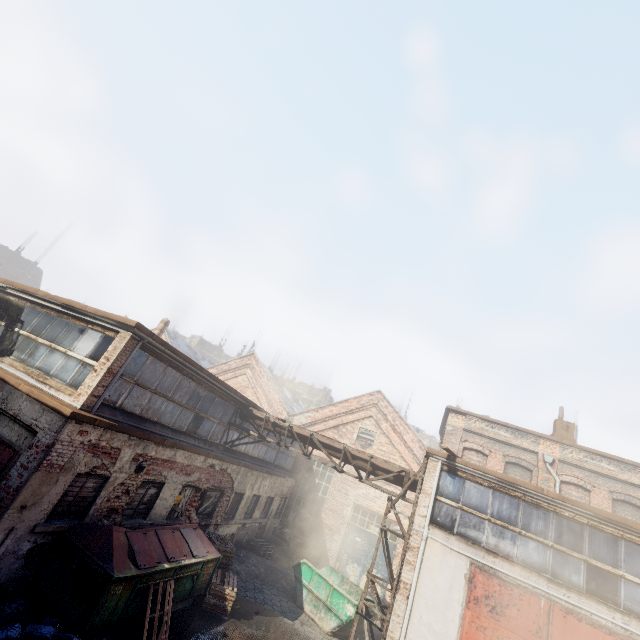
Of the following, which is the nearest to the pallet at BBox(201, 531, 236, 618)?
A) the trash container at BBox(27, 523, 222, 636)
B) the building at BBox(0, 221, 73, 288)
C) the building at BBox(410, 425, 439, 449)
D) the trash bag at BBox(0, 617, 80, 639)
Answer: the trash container at BBox(27, 523, 222, 636)

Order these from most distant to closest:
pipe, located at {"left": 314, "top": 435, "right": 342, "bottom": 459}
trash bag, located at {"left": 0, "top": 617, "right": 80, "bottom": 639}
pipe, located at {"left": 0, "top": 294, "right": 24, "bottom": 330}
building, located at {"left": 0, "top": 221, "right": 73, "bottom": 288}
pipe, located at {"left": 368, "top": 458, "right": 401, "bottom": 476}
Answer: building, located at {"left": 0, "top": 221, "right": 73, "bottom": 288} → pipe, located at {"left": 314, "top": 435, "right": 342, "bottom": 459} → pipe, located at {"left": 368, "top": 458, "right": 401, "bottom": 476} → pipe, located at {"left": 0, "top": 294, "right": 24, "bottom": 330} → trash bag, located at {"left": 0, "top": 617, "right": 80, "bottom": 639}

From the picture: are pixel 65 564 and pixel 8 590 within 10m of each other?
yes

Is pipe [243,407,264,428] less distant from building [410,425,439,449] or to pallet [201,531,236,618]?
pallet [201,531,236,618]

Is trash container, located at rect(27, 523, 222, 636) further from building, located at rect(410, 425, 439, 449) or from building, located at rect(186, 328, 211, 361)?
building, located at rect(410, 425, 439, 449)

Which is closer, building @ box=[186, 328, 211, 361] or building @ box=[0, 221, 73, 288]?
building @ box=[0, 221, 73, 288]

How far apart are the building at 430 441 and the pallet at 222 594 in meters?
50.2

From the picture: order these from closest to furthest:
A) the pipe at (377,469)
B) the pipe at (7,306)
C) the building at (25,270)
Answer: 1. the pipe at (7,306)
2. the pipe at (377,469)
3. the building at (25,270)
